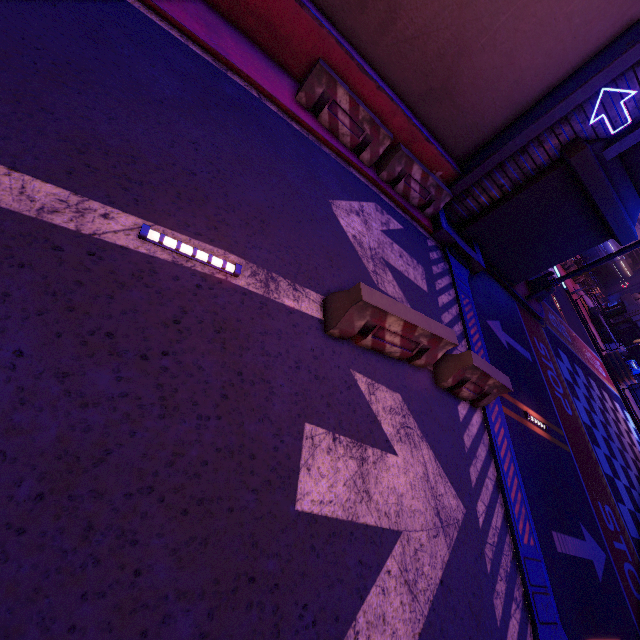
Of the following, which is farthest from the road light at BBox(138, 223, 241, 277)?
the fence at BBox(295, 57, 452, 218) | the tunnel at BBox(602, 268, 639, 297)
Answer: the tunnel at BBox(602, 268, 639, 297)

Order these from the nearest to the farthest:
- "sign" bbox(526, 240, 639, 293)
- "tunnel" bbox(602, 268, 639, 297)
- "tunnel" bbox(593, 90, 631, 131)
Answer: "tunnel" bbox(593, 90, 631, 131)
"sign" bbox(526, 240, 639, 293)
"tunnel" bbox(602, 268, 639, 297)

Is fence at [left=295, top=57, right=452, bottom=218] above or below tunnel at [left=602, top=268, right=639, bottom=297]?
below

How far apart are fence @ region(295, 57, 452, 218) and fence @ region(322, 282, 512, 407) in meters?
5.0

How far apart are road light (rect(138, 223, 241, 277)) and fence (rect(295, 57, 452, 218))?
5.53m

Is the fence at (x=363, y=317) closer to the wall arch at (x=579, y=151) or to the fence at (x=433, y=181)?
the fence at (x=433, y=181)

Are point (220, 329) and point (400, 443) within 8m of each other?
yes

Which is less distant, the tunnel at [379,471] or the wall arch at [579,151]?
the tunnel at [379,471]
